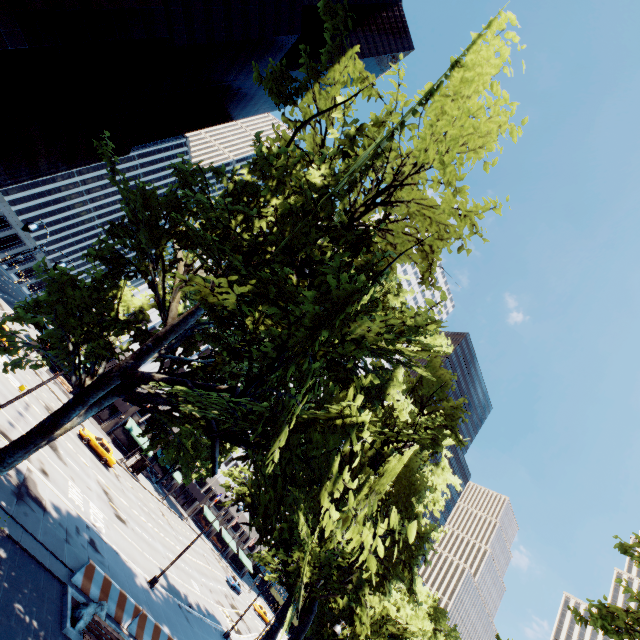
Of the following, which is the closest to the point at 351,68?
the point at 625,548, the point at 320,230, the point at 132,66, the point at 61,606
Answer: the point at 320,230

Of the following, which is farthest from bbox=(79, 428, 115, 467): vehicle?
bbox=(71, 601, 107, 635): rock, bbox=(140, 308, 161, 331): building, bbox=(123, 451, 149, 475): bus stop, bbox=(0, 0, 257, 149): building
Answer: bbox=(0, 0, 257, 149): building

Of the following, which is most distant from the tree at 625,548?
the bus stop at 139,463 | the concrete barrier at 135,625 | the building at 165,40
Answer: the building at 165,40

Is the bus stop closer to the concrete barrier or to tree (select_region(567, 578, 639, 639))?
tree (select_region(567, 578, 639, 639))

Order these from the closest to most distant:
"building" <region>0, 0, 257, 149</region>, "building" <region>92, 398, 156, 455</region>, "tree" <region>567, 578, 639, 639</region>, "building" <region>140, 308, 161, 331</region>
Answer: "tree" <region>567, 578, 639, 639</region> → "building" <region>0, 0, 257, 149</region> → "building" <region>92, 398, 156, 455</region> → "building" <region>140, 308, 161, 331</region>

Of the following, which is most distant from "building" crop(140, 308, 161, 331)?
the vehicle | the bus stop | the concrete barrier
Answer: the concrete barrier

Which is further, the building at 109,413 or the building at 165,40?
the building at 109,413

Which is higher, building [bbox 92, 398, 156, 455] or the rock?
building [bbox 92, 398, 156, 455]
